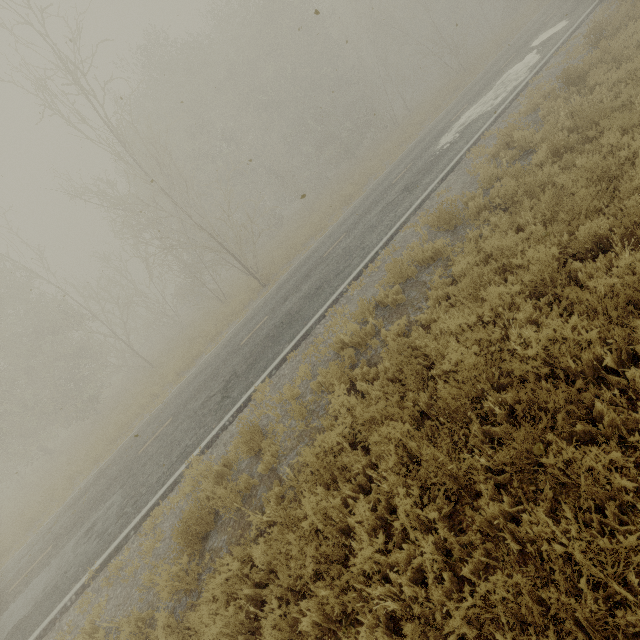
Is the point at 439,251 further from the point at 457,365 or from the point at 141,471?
the point at 141,471
